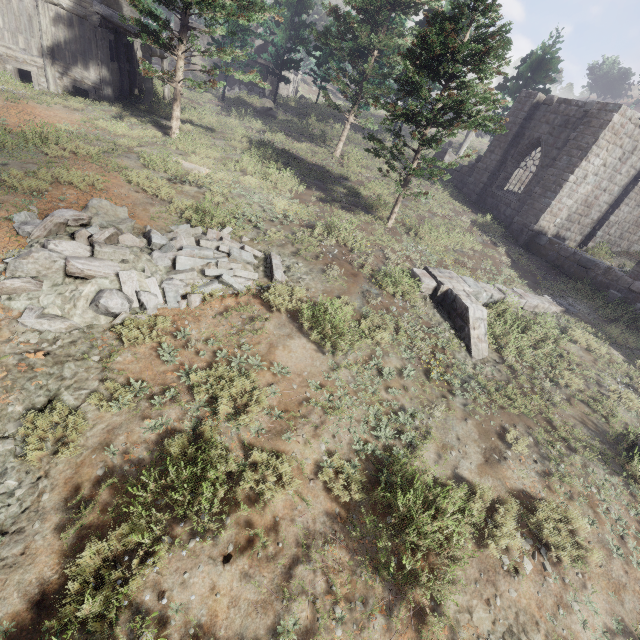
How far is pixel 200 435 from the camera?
5.2 meters

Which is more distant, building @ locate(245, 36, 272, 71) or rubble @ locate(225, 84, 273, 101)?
building @ locate(245, 36, 272, 71)

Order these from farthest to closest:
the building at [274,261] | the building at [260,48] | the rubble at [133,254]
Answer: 1. the building at [260,48]
2. the building at [274,261]
3. the rubble at [133,254]

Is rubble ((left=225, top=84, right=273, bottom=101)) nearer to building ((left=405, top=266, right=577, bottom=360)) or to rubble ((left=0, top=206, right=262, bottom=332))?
building ((left=405, top=266, right=577, bottom=360))

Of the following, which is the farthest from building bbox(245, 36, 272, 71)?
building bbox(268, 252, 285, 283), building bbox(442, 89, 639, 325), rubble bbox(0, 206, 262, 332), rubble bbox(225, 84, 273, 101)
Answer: building bbox(268, 252, 285, 283)

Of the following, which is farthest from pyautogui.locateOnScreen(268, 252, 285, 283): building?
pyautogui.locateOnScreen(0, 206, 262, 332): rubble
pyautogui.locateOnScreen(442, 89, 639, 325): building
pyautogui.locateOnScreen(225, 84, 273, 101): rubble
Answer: pyautogui.locateOnScreen(225, 84, 273, 101): rubble

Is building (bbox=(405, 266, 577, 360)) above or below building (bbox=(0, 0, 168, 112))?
below

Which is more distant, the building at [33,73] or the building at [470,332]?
the building at [33,73]
